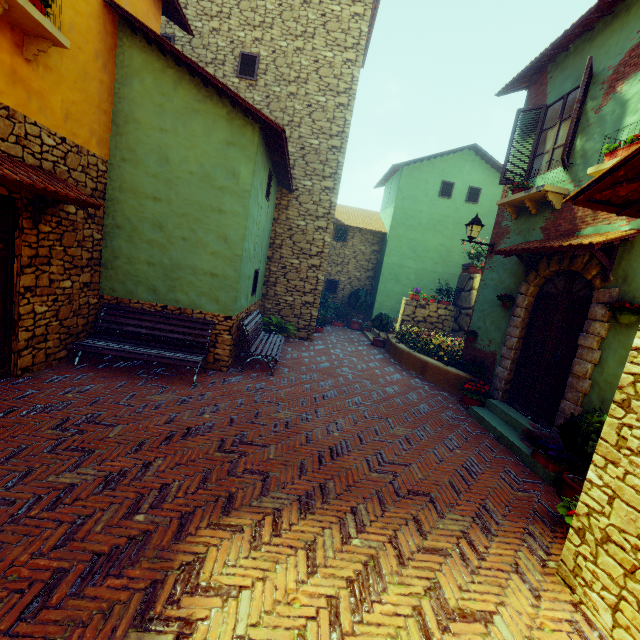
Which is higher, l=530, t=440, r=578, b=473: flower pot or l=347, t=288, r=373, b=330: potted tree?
l=347, t=288, r=373, b=330: potted tree

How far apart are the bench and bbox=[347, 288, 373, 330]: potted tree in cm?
901

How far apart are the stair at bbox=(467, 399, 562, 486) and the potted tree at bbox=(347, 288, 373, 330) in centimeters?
831cm

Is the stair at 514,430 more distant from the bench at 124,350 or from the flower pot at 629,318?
the bench at 124,350

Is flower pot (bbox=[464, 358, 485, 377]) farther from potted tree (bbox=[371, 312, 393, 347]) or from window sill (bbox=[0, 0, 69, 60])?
window sill (bbox=[0, 0, 69, 60])

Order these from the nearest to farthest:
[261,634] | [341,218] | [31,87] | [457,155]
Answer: [261,634]
[31,87]
[457,155]
[341,218]

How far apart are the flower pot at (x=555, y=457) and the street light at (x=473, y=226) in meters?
4.8

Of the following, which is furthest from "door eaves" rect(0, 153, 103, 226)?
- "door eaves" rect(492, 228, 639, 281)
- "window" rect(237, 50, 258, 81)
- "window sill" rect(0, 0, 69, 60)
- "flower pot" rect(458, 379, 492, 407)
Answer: "flower pot" rect(458, 379, 492, 407)
